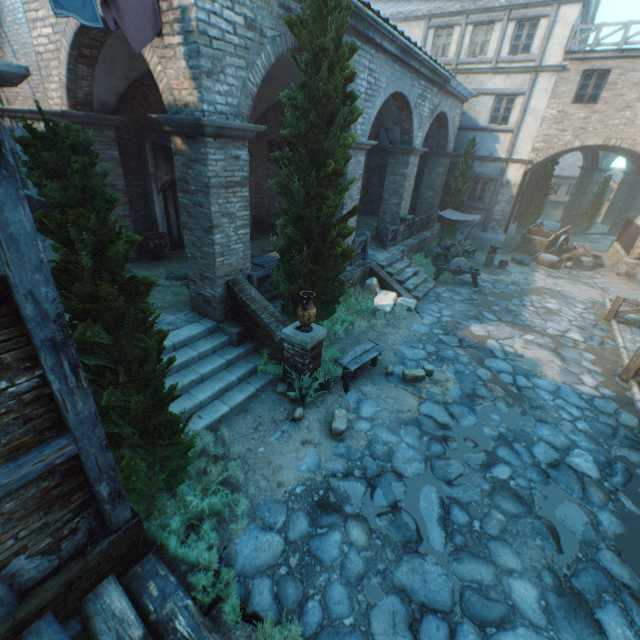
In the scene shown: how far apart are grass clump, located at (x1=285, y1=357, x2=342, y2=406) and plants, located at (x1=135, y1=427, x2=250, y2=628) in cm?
146

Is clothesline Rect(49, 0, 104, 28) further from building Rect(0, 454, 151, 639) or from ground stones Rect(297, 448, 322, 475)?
ground stones Rect(297, 448, 322, 475)

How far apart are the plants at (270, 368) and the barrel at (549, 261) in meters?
16.7

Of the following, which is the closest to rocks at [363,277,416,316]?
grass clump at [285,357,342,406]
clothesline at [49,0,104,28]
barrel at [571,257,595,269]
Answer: grass clump at [285,357,342,406]

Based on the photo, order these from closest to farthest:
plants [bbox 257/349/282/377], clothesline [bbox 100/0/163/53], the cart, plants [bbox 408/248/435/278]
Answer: clothesline [bbox 100/0/163/53] < plants [bbox 257/349/282/377] < plants [bbox 408/248/435/278] < the cart

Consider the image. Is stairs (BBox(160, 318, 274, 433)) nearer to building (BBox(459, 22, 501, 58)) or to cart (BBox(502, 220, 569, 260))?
building (BBox(459, 22, 501, 58))

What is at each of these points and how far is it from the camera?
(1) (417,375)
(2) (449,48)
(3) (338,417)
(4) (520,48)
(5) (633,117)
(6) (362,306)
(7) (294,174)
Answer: (1) rocks, 7.5m
(2) building, 17.5m
(3) rocks, 6.1m
(4) building, 15.9m
(5) building, 14.5m
(6) plants, 10.4m
(7) tree, 5.8m

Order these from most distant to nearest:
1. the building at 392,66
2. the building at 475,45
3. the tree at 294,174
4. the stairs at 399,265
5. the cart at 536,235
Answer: the cart at 536,235 < the building at 475,45 < the stairs at 399,265 < the building at 392,66 < the tree at 294,174
